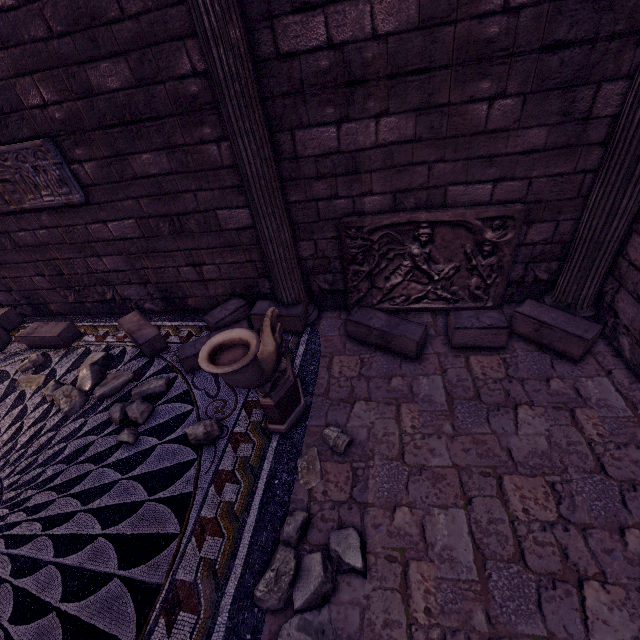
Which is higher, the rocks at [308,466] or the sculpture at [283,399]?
the sculpture at [283,399]

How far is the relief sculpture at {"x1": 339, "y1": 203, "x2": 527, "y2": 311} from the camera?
3.3m

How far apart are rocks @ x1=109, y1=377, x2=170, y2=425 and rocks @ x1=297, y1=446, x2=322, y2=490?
1.6m

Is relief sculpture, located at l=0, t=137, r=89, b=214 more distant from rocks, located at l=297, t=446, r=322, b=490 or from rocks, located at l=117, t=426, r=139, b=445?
rocks, located at l=297, t=446, r=322, b=490

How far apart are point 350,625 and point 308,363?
2.20m

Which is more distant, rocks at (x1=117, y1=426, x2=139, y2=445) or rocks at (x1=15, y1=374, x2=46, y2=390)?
rocks at (x1=15, y1=374, x2=46, y2=390)

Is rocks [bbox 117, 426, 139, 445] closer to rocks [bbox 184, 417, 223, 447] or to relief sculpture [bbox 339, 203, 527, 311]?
rocks [bbox 184, 417, 223, 447]

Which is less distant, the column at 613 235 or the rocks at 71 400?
the column at 613 235
